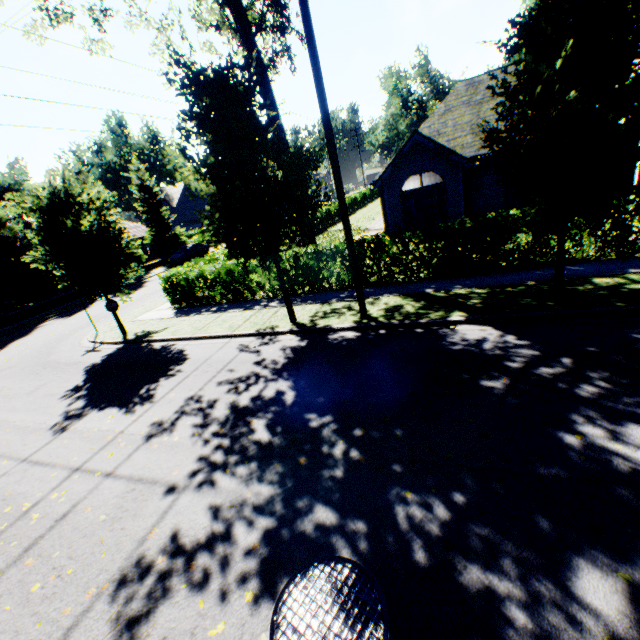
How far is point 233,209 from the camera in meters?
8.8 m

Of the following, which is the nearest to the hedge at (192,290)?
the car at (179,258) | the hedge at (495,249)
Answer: the hedge at (495,249)

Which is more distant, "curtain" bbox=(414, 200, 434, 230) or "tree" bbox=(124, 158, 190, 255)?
"tree" bbox=(124, 158, 190, 255)

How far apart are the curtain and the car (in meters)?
22.47

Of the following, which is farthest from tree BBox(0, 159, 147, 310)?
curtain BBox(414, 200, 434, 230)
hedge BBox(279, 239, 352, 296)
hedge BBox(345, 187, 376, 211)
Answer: curtain BBox(414, 200, 434, 230)

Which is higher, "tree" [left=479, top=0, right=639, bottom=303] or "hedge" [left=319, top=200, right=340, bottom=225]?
"tree" [left=479, top=0, right=639, bottom=303]

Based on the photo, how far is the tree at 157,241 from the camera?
34.2m

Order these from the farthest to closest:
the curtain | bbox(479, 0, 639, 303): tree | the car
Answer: the car
the curtain
bbox(479, 0, 639, 303): tree
